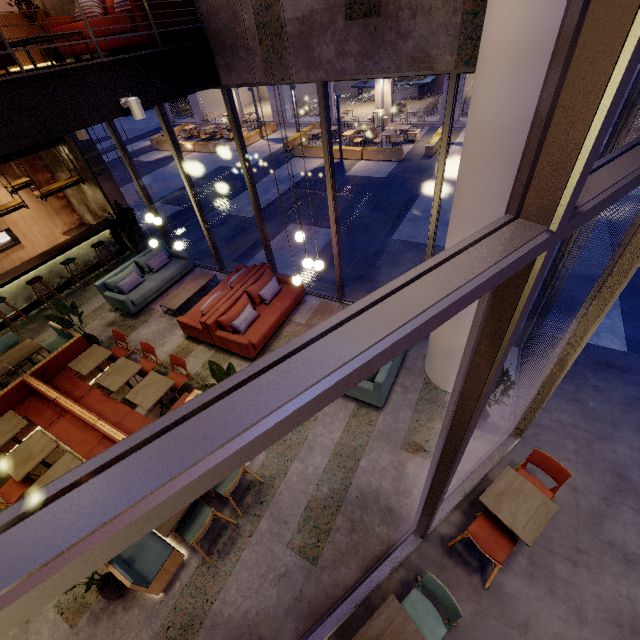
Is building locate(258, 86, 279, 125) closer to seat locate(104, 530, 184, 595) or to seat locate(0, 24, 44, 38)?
seat locate(0, 24, 44, 38)

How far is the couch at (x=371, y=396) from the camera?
5.3 meters

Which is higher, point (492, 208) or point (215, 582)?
point (492, 208)

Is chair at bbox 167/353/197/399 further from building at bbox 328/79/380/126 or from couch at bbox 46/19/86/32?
building at bbox 328/79/380/126

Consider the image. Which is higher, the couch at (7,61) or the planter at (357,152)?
the couch at (7,61)

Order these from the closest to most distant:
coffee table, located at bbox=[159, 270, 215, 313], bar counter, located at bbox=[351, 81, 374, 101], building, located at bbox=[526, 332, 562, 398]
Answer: building, located at bbox=[526, 332, 562, 398] → coffee table, located at bbox=[159, 270, 215, 313] → bar counter, located at bbox=[351, 81, 374, 101]

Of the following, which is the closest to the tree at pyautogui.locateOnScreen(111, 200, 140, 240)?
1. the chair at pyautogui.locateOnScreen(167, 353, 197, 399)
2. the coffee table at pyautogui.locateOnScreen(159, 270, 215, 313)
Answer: the coffee table at pyautogui.locateOnScreen(159, 270, 215, 313)

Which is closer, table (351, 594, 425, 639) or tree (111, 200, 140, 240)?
table (351, 594, 425, 639)
